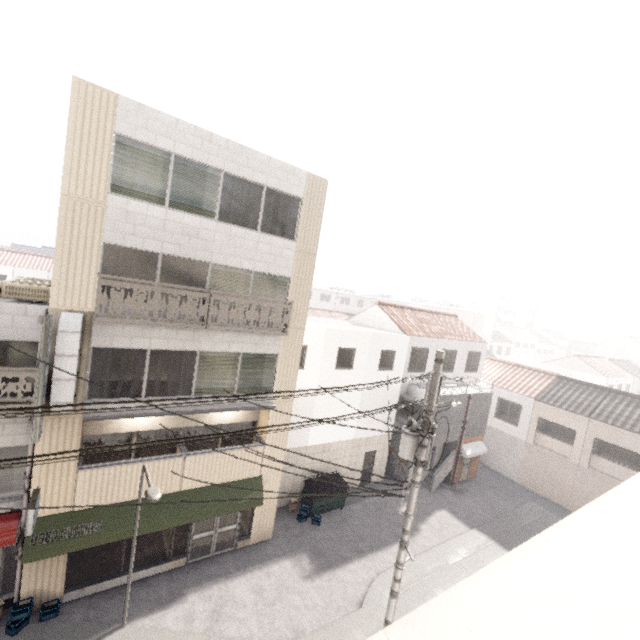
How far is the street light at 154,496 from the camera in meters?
7.4 m

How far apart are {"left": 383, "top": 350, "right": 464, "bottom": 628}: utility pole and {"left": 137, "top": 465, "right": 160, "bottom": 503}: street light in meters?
5.8 m

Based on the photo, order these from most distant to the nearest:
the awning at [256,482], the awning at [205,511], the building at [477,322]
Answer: the building at [477,322]
the awning at [256,482]
the awning at [205,511]

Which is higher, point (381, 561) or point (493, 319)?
point (493, 319)

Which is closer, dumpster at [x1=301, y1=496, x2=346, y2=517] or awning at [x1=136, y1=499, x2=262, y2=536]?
awning at [x1=136, y1=499, x2=262, y2=536]

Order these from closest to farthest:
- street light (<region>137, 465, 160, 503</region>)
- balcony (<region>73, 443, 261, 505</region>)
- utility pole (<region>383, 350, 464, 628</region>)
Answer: street light (<region>137, 465, 160, 503</region>) → utility pole (<region>383, 350, 464, 628</region>) → balcony (<region>73, 443, 261, 505</region>)

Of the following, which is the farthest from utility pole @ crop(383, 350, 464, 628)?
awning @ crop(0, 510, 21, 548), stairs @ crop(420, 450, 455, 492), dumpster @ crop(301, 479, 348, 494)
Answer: stairs @ crop(420, 450, 455, 492)

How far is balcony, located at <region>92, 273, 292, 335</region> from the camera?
8.9 meters
